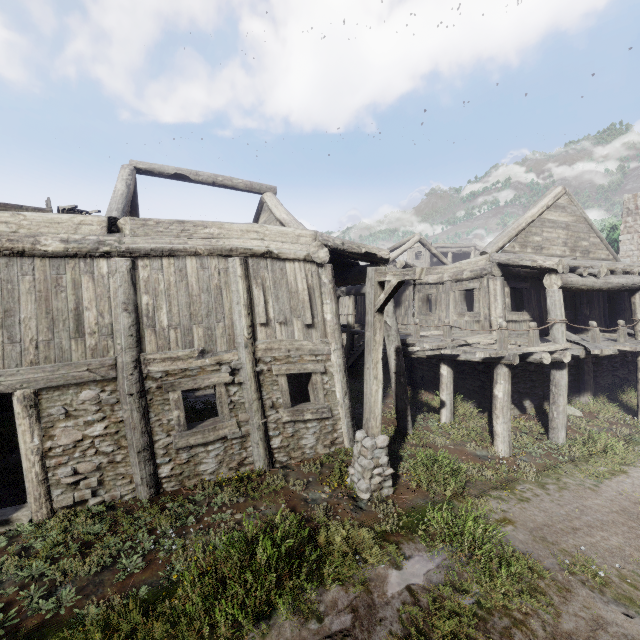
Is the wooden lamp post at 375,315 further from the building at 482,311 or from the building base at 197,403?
the building base at 197,403

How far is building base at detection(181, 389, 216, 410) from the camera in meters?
12.7 m

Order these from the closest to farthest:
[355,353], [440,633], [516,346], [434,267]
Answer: [440,633], [516,346], [434,267], [355,353]

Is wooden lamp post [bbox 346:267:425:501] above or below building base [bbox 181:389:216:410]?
above

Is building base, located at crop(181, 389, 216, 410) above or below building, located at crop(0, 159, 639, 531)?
below

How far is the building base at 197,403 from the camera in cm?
1273

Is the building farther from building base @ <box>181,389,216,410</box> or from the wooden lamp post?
the wooden lamp post
